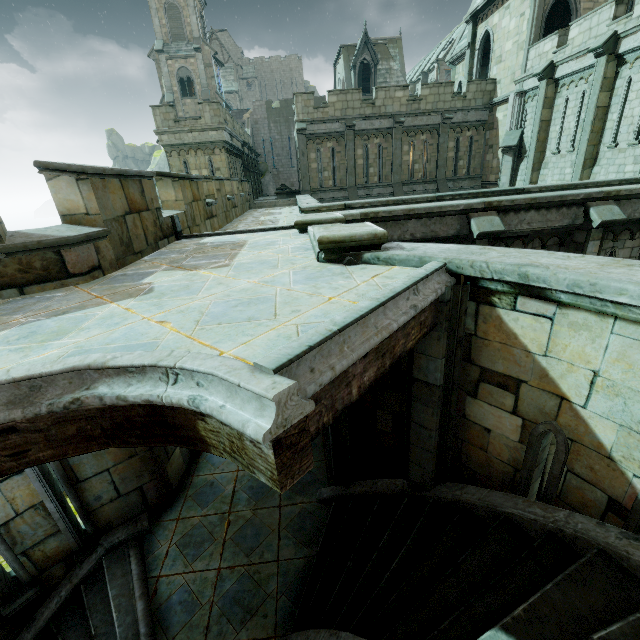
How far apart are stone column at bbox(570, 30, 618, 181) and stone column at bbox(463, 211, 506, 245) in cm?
1022

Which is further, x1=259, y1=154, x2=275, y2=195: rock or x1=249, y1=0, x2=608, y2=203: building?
x1=259, y1=154, x2=275, y2=195: rock

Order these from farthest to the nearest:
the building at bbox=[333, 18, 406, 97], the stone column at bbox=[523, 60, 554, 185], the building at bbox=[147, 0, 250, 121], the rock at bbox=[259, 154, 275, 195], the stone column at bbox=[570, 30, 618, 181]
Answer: the rock at bbox=[259, 154, 275, 195] → the building at bbox=[147, 0, 250, 121] → the building at bbox=[333, 18, 406, 97] → the stone column at bbox=[523, 60, 554, 185] → the stone column at bbox=[570, 30, 618, 181]

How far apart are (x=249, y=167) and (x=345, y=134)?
13.0 meters

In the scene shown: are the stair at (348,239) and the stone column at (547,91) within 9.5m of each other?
no

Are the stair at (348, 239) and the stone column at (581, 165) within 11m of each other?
no

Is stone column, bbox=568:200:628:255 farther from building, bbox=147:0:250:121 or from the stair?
building, bbox=147:0:250:121

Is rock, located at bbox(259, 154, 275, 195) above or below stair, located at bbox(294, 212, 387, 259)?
above
